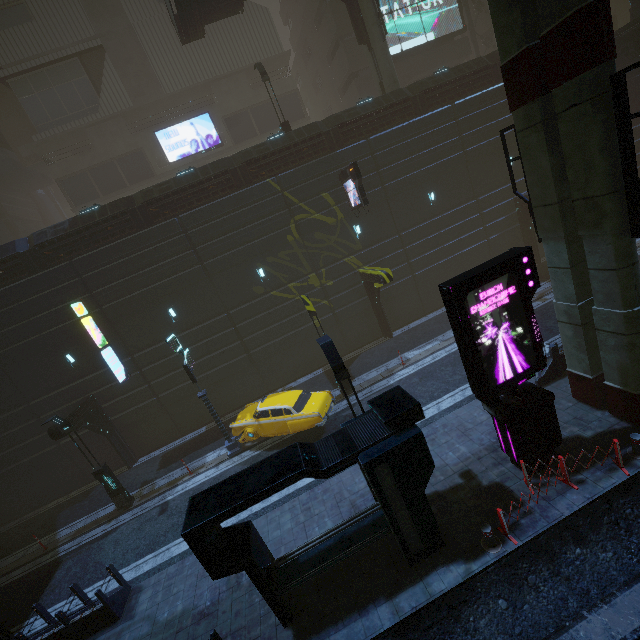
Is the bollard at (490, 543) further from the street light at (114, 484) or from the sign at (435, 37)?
the sign at (435, 37)

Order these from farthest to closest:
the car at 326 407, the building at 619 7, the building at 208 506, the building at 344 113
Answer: the building at 619 7
the building at 344 113
the car at 326 407
the building at 208 506

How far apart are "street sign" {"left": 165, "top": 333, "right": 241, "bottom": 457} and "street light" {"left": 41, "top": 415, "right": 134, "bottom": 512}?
4.94m

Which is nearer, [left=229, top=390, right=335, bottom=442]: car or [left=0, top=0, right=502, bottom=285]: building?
[left=229, top=390, right=335, bottom=442]: car

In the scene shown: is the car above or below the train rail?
above

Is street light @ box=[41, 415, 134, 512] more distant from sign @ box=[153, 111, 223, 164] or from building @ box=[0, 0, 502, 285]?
sign @ box=[153, 111, 223, 164]

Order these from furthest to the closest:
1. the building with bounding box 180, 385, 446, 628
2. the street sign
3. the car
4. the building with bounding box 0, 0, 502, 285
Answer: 1. the building with bounding box 0, 0, 502, 285
2. the street sign
3. the car
4. the building with bounding box 180, 385, 446, 628

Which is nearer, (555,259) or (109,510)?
(555,259)
